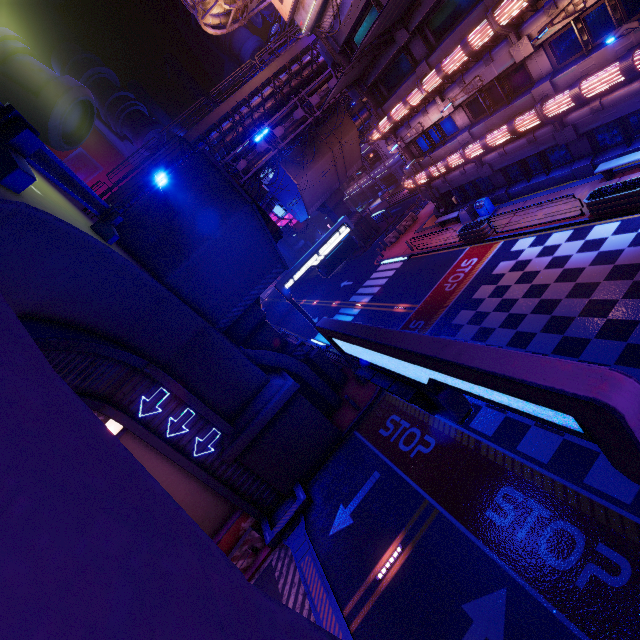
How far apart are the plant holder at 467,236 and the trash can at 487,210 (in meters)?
1.16

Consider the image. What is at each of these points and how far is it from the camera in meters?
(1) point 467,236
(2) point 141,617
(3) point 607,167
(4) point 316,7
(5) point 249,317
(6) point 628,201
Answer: (1) plant holder, 21.0 m
(2) wall arch, 0.9 m
(3) bench, 15.2 m
(4) sign, 19.6 m
(5) pillar, 17.5 m
(6) plant holder, 13.1 m

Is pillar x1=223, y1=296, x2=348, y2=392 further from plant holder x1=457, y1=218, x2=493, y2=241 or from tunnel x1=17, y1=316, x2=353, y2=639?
plant holder x1=457, y1=218, x2=493, y2=241

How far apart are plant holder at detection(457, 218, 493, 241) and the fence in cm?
2032

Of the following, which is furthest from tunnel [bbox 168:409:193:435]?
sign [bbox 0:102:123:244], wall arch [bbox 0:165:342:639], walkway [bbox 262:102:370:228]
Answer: walkway [bbox 262:102:370:228]

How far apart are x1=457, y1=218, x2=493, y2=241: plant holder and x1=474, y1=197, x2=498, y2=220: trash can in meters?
1.2

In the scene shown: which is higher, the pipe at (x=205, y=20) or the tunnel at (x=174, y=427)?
the pipe at (x=205, y=20)

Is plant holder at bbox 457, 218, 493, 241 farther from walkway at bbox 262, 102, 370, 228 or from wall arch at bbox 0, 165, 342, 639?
walkway at bbox 262, 102, 370, 228
